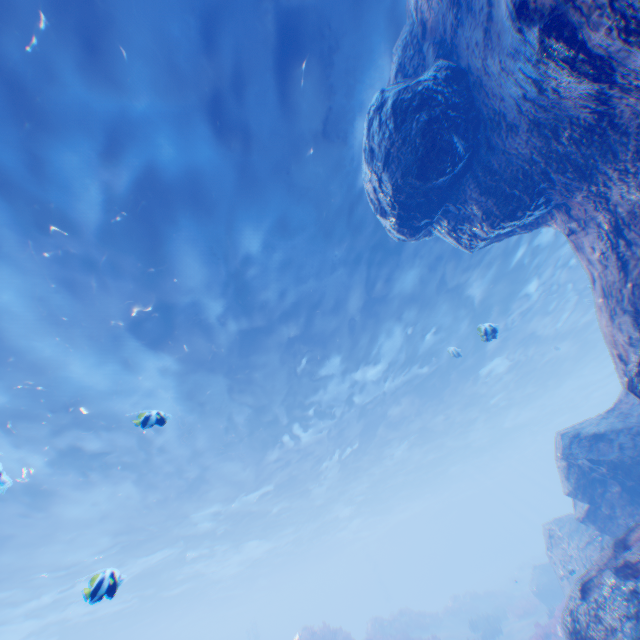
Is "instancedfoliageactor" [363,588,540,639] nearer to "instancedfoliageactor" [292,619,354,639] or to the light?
"instancedfoliageactor" [292,619,354,639]

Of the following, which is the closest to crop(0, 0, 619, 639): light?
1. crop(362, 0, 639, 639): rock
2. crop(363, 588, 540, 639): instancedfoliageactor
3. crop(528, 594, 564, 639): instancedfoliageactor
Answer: crop(362, 0, 639, 639): rock

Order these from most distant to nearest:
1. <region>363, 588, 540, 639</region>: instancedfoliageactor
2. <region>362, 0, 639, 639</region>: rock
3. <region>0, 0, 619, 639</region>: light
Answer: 1. <region>363, 588, 540, 639</region>: instancedfoliageactor
2. <region>0, 0, 619, 639</region>: light
3. <region>362, 0, 639, 639</region>: rock

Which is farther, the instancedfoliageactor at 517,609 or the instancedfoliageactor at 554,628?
the instancedfoliageactor at 517,609

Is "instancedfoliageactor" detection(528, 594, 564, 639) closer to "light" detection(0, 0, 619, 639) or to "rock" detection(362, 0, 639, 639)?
"rock" detection(362, 0, 639, 639)

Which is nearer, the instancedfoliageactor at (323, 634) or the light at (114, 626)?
the light at (114, 626)

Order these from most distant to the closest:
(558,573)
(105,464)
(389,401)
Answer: (389,401), (105,464), (558,573)

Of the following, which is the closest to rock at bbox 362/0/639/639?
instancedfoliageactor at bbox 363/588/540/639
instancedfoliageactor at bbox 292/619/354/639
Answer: instancedfoliageactor at bbox 363/588/540/639
